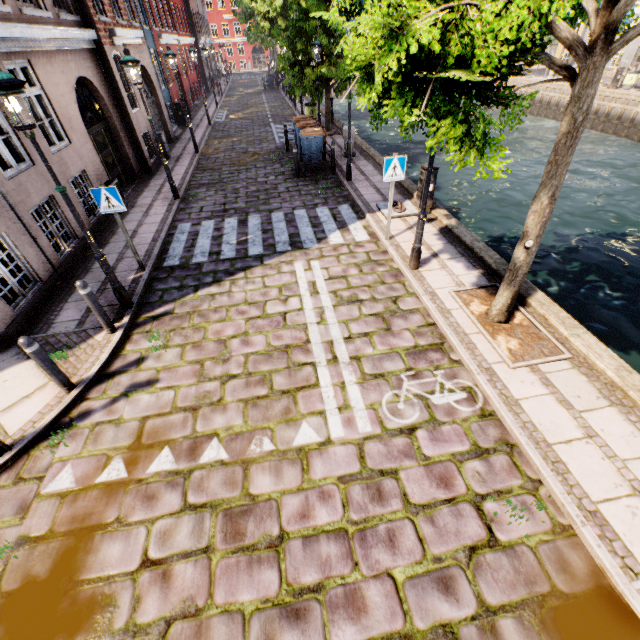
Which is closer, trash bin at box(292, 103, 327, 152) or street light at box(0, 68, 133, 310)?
street light at box(0, 68, 133, 310)

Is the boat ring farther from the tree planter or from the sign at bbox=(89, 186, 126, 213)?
the sign at bbox=(89, 186, 126, 213)

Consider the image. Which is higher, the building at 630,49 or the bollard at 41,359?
the building at 630,49

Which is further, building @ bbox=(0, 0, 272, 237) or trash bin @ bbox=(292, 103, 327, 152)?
trash bin @ bbox=(292, 103, 327, 152)

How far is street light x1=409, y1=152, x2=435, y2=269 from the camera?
5.6 meters

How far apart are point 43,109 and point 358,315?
9.6m

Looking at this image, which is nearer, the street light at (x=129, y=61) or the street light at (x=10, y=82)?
the street light at (x=10, y=82)

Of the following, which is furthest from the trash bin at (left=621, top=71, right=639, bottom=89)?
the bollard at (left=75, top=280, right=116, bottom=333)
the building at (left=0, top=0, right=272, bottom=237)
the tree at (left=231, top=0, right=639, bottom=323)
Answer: the bollard at (left=75, top=280, right=116, bottom=333)
